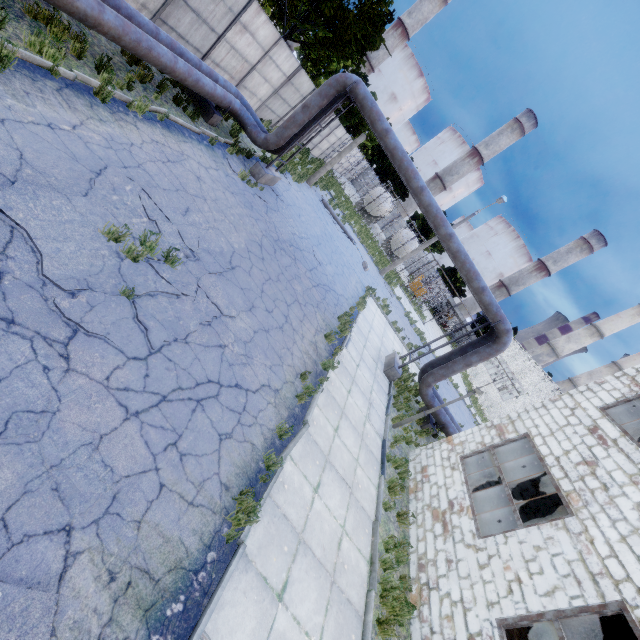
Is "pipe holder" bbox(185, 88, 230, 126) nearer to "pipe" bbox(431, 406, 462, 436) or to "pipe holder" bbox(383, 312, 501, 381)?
"pipe" bbox(431, 406, 462, 436)

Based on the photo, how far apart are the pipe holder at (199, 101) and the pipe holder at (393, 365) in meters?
12.2 m

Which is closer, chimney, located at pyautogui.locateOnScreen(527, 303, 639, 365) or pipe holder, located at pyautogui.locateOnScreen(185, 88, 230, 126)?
pipe holder, located at pyautogui.locateOnScreen(185, 88, 230, 126)

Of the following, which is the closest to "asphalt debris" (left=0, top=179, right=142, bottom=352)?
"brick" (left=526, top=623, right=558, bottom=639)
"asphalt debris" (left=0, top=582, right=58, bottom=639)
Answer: "asphalt debris" (left=0, top=582, right=58, bottom=639)

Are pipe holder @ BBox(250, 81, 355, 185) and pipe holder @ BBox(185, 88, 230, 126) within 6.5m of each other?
yes

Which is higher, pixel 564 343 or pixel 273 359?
pixel 564 343

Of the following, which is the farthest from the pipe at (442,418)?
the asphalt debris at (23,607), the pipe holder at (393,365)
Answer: the asphalt debris at (23,607)

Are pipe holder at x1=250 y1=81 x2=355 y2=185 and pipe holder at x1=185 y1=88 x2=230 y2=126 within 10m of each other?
yes
